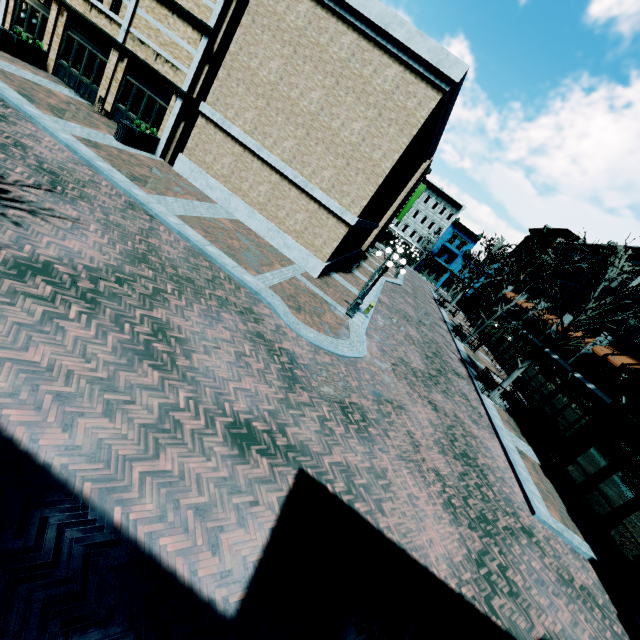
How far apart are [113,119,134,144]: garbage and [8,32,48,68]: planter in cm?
682

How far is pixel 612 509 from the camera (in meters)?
10.79

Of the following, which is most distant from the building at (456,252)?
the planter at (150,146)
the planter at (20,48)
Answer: the planter at (20,48)

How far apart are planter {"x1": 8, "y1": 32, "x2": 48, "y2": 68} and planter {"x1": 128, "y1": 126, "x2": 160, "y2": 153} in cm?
690

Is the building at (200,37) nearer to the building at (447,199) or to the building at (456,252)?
the building at (456,252)

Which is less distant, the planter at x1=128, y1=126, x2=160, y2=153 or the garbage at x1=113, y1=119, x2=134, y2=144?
Result: the garbage at x1=113, y1=119, x2=134, y2=144

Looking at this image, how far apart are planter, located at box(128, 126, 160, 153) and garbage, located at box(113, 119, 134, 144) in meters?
0.1

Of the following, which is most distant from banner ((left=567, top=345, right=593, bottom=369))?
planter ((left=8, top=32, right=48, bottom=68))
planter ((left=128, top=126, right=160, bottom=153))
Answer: planter ((left=8, top=32, right=48, bottom=68))
